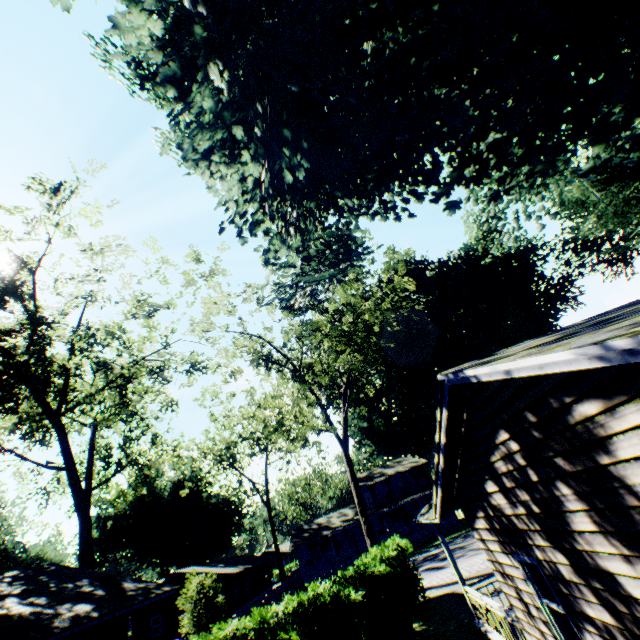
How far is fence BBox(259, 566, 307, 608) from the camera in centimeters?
3038cm

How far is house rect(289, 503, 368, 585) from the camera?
39.88m

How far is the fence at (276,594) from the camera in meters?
30.4

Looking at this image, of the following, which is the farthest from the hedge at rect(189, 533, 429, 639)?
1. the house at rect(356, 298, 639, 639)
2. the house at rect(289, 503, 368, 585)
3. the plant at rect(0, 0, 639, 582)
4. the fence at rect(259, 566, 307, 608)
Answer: the house at rect(289, 503, 368, 585)

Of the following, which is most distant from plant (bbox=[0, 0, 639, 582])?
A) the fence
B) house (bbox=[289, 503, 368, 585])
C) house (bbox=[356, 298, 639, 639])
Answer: the fence

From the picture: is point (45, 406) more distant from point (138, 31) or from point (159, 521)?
point (159, 521)

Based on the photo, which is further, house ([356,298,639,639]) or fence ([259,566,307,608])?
fence ([259,566,307,608])

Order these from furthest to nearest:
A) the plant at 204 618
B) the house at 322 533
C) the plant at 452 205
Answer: the house at 322 533, the plant at 204 618, the plant at 452 205
